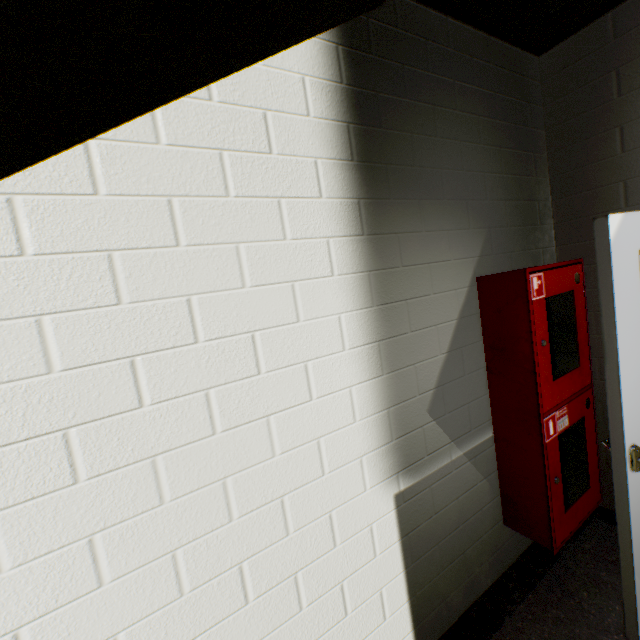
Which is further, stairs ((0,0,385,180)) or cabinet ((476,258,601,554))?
cabinet ((476,258,601,554))

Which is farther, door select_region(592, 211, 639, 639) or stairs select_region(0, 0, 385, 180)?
door select_region(592, 211, 639, 639)

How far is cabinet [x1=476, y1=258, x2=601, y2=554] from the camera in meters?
1.7

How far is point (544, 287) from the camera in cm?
176

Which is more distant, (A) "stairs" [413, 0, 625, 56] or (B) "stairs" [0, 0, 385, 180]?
(A) "stairs" [413, 0, 625, 56]

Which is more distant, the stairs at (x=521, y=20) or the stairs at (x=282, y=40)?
the stairs at (x=521, y=20)

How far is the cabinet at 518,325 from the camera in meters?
1.7
